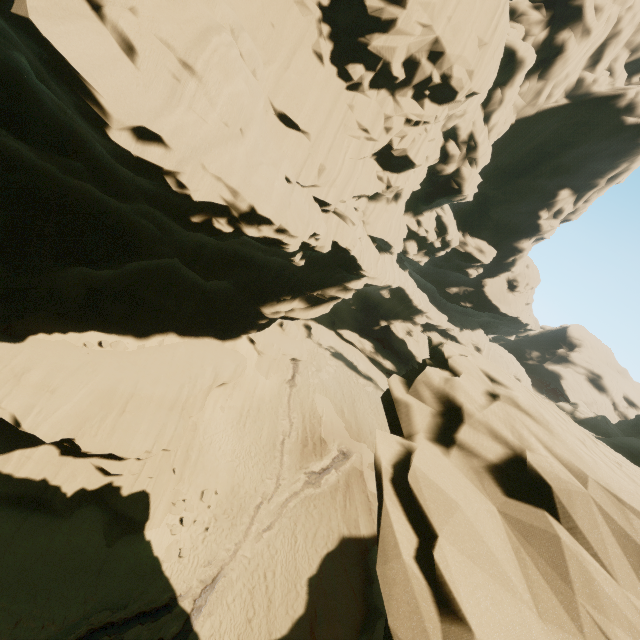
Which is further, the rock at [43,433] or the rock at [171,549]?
the rock at [171,549]

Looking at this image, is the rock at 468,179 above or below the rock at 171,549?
above

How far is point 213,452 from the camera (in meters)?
22.00

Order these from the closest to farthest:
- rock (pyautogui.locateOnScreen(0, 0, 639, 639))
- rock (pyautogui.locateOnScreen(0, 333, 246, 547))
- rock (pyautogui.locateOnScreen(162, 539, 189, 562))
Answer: A: rock (pyautogui.locateOnScreen(0, 0, 639, 639)) < rock (pyautogui.locateOnScreen(0, 333, 246, 547)) < rock (pyautogui.locateOnScreen(162, 539, 189, 562))

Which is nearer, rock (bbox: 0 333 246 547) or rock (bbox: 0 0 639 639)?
rock (bbox: 0 0 639 639)

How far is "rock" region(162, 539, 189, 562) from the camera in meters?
16.4 m
